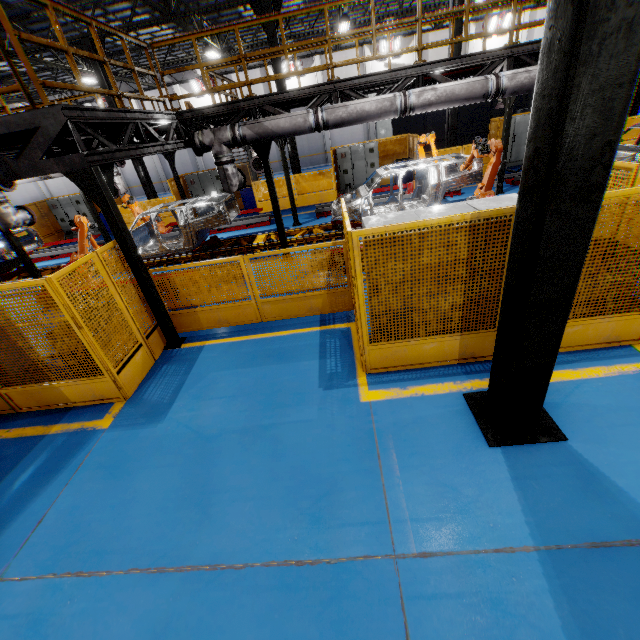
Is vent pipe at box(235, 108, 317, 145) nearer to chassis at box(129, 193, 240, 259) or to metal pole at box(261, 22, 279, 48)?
chassis at box(129, 193, 240, 259)

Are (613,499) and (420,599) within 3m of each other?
yes

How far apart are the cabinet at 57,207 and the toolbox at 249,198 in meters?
8.7

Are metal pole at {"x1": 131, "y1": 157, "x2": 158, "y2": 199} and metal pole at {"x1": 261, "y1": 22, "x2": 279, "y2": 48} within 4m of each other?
no

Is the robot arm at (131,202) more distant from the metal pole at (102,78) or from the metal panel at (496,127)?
the metal pole at (102,78)

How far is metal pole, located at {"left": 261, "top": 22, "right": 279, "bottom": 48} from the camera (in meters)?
13.37

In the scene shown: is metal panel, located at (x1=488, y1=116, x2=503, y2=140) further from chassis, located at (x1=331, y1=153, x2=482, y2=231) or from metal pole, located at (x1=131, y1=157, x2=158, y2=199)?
chassis, located at (x1=331, y1=153, x2=482, y2=231)

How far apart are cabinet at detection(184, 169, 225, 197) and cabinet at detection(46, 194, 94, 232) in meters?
5.9 m
